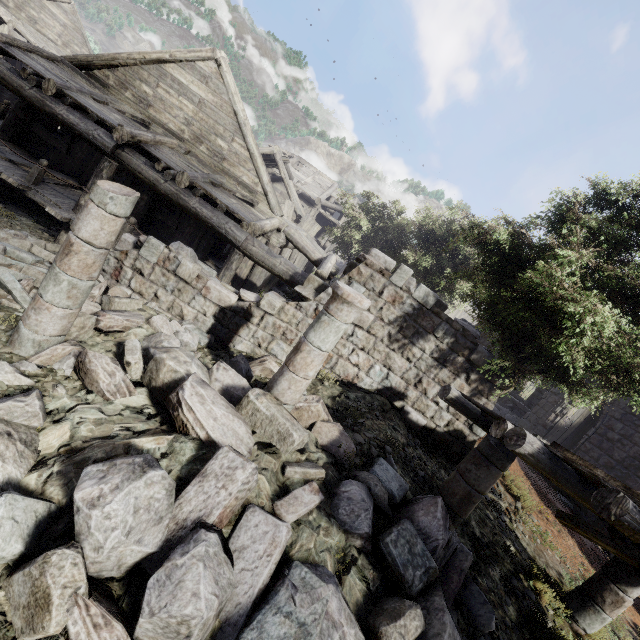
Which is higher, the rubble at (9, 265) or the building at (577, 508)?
the building at (577, 508)

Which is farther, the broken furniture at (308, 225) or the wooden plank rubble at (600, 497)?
the broken furniture at (308, 225)

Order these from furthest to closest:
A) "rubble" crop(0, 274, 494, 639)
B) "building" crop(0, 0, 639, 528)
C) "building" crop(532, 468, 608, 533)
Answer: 1. "building" crop(532, 468, 608, 533)
2. "building" crop(0, 0, 639, 528)
3. "rubble" crop(0, 274, 494, 639)

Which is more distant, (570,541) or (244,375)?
(570,541)

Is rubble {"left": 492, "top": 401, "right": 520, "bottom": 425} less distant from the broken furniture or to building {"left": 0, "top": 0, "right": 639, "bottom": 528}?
building {"left": 0, "top": 0, "right": 639, "bottom": 528}

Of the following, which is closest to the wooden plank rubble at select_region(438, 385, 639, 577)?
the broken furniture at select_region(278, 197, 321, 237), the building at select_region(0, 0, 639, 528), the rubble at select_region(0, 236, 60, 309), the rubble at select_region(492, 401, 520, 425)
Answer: the building at select_region(0, 0, 639, 528)

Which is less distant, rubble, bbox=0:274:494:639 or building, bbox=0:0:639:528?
rubble, bbox=0:274:494:639

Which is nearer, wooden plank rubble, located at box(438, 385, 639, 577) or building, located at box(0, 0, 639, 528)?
wooden plank rubble, located at box(438, 385, 639, 577)
